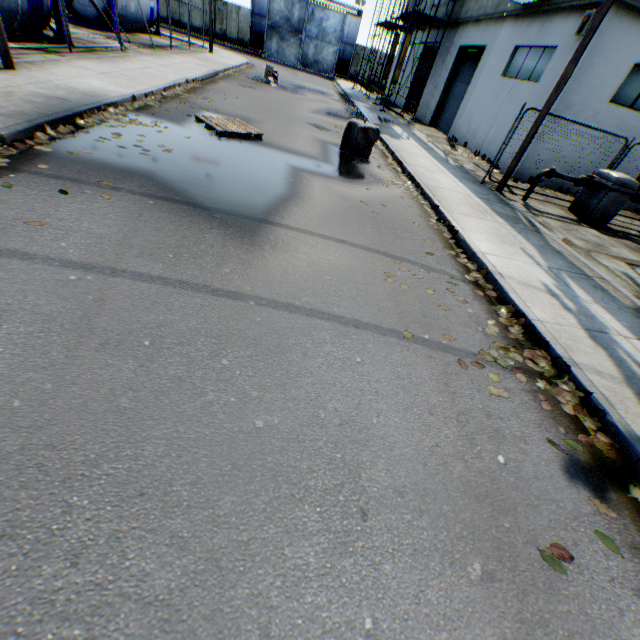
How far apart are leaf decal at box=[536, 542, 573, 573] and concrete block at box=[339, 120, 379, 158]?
9.9m

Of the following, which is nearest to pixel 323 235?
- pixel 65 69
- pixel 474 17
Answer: pixel 65 69

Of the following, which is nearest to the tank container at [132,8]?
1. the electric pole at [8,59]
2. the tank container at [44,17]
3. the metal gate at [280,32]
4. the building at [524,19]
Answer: the electric pole at [8,59]

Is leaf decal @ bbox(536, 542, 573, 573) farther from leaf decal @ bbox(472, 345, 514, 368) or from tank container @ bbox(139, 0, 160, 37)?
tank container @ bbox(139, 0, 160, 37)

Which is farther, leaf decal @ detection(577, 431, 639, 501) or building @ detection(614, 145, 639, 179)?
building @ detection(614, 145, 639, 179)

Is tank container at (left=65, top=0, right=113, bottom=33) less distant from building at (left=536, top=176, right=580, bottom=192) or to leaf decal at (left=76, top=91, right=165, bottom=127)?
leaf decal at (left=76, top=91, right=165, bottom=127)

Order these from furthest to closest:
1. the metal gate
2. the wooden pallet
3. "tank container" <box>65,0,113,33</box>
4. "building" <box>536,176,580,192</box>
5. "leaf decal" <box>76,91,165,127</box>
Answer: the metal gate, "tank container" <box>65,0,113,33</box>, "building" <box>536,176,580,192</box>, the wooden pallet, "leaf decal" <box>76,91,165,127</box>

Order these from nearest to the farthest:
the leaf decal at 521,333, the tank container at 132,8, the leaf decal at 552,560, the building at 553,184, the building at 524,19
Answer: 1. the leaf decal at 552,560
2. the leaf decal at 521,333
3. the building at 524,19
4. the building at 553,184
5. the tank container at 132,8
